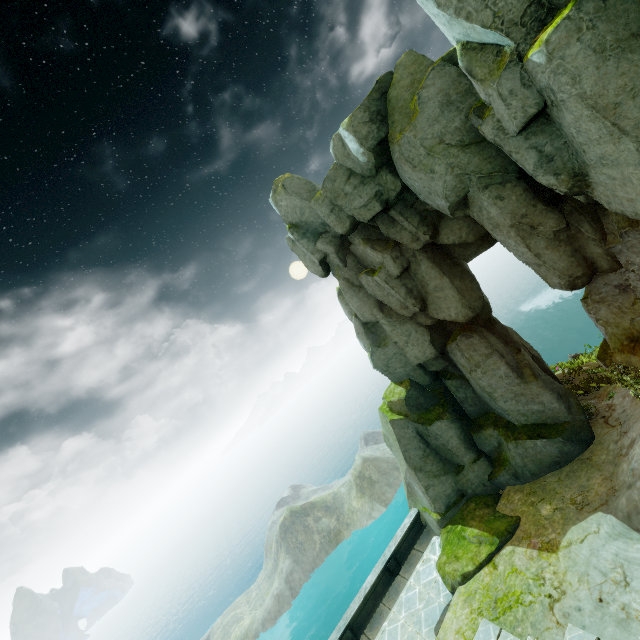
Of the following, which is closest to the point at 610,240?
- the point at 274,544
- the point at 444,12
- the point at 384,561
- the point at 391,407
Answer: the point at 444,12
